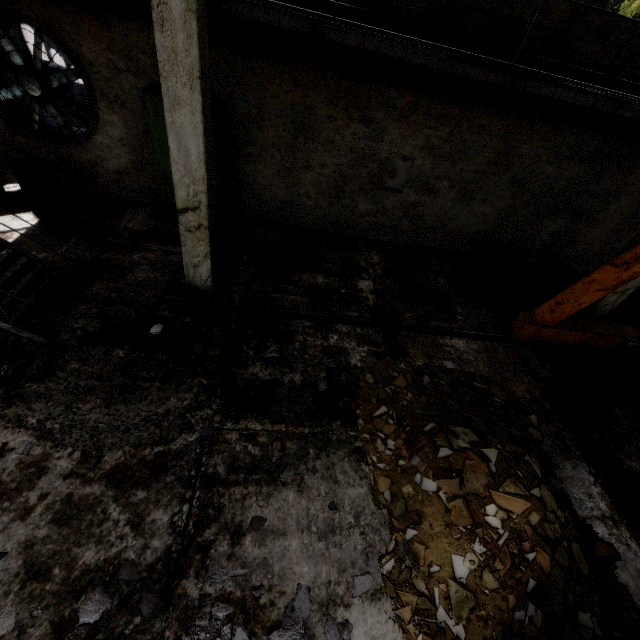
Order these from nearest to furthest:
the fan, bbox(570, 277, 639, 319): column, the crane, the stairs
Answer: the stairs, the crane, the fan, bbox(570, 277, 639, 319): column

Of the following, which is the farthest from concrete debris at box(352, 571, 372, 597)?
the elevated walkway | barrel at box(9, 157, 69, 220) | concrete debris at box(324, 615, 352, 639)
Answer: barrel at box(9, 157, 69, 220)

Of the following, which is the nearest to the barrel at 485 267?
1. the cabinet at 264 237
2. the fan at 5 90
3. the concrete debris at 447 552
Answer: the concrete debris at 447 552

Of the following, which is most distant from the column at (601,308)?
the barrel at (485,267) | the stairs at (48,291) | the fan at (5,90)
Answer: the fan at (5,90)

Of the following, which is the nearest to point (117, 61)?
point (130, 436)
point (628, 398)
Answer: point (130, 436)

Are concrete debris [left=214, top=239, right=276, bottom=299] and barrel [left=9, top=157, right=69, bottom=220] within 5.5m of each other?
yes

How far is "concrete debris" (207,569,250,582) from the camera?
3.10m

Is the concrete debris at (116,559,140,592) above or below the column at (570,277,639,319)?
below
